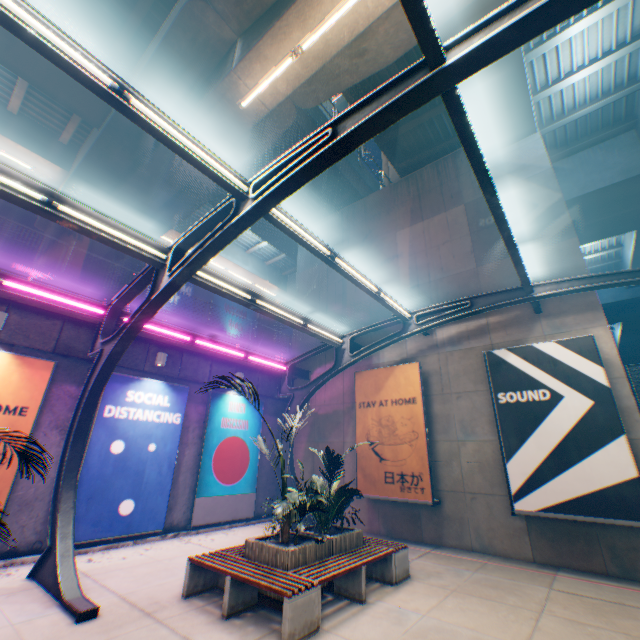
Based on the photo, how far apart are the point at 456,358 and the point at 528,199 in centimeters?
630cm

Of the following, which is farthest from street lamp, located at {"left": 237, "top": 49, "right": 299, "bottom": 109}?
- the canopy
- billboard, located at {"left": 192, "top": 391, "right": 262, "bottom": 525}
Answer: billboard, located at {"left": 192, "top": 391, "right": 262, "bottom": 525}

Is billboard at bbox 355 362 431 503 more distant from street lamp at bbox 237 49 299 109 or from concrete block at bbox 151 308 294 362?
street lamp at bbox 237 49 299 109

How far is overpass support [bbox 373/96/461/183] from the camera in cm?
1317

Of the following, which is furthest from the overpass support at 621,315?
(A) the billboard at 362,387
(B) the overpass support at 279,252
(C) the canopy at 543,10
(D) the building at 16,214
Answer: (D) the building at 16,214

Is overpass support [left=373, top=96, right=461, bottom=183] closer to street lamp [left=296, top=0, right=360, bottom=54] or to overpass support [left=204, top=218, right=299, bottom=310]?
street lamp [left=296, top=0, right=360, bottom=54]

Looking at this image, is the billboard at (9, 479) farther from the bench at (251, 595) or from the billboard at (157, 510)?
the bench at (251, 595)

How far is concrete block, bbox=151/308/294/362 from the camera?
11.48m
